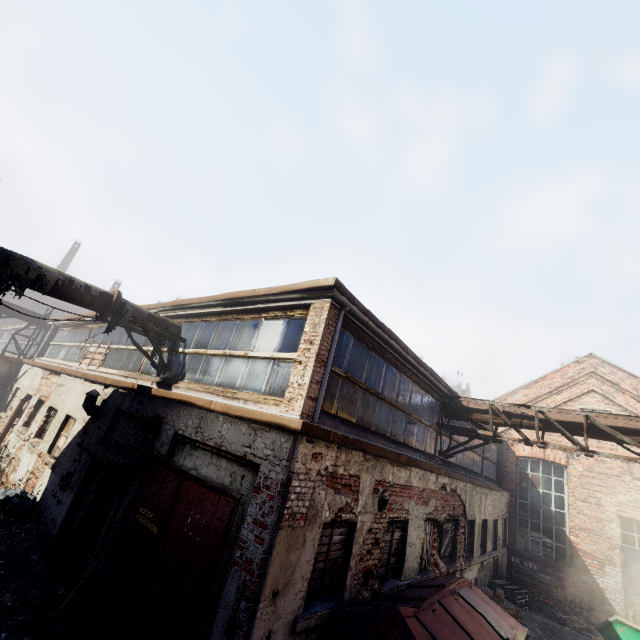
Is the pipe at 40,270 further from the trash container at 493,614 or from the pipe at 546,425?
the pipe at 546,425

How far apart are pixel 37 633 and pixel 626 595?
18.29m

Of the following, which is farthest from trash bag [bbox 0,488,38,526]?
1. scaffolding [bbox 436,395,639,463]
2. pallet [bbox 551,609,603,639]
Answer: pallet [bbox 551,609,603,639]

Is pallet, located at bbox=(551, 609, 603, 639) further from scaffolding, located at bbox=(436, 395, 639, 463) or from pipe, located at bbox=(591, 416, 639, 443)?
pipe, located at bbox=(591, 416, 639, 443)

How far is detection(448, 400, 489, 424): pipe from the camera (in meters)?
9.48

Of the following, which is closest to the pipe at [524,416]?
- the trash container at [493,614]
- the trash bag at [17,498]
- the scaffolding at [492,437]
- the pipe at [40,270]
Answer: the scaffolding at [492,437]
